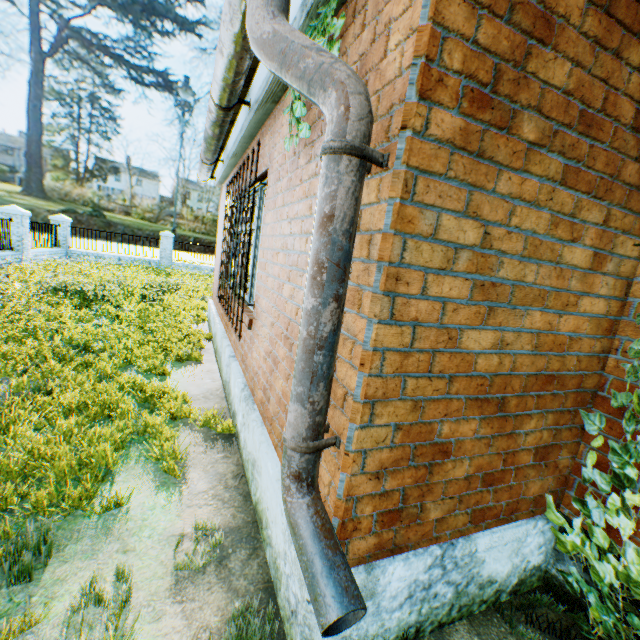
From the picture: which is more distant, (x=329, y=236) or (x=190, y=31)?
(x=190, y=31)

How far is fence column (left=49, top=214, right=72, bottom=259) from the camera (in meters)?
18.34

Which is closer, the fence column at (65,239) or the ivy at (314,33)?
the ivy at (314,33)

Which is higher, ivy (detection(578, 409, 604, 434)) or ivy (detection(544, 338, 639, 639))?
ivy (detection(578, 409, 604, 434))

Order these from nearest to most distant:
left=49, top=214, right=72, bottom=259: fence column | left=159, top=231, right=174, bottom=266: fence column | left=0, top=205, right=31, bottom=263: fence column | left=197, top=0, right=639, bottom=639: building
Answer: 1. left=197, top=0, right=639, bottom=639: building
2. left=0, top=205, right=31, bottom=263: fence column
3. left=49, top=214, right=72, bottom=259: fence column
4. left=159, top=231, right=174, bottom=266: fence column

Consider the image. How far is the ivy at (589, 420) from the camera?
2.1 meters

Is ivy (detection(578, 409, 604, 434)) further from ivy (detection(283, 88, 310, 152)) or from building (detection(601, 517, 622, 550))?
ivy (detection(283, 88, 310, 152))

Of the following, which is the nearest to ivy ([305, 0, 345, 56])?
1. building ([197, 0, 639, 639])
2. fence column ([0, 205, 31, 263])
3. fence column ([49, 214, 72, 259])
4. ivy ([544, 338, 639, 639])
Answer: building ([197, 0, 639, 639])
